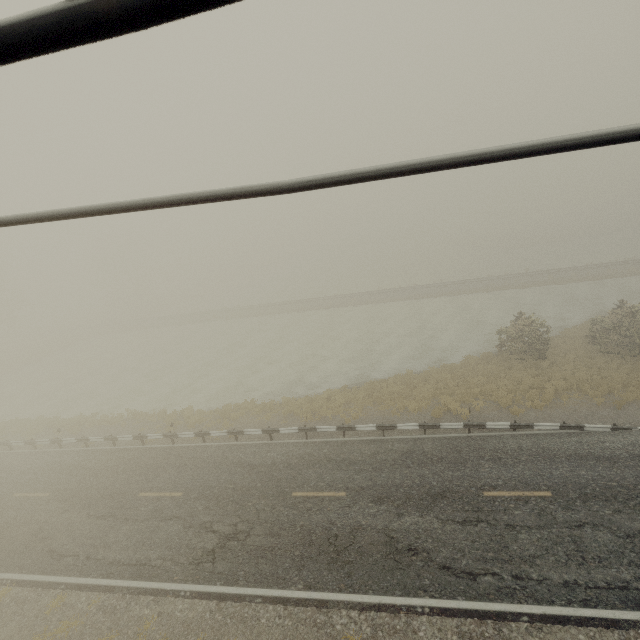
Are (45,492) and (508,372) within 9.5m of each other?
no
